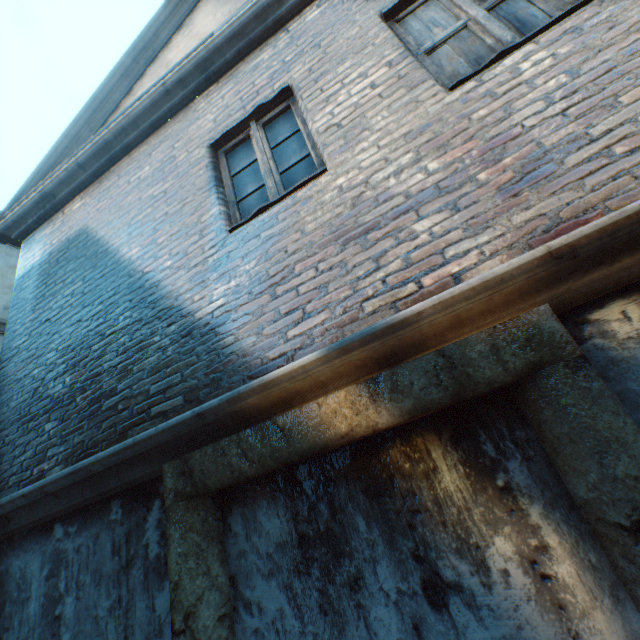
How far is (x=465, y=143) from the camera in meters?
Answer: 2.1 m
